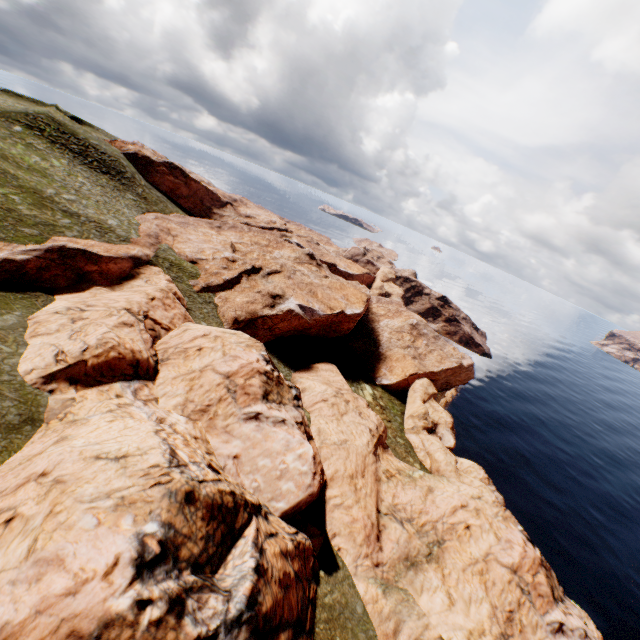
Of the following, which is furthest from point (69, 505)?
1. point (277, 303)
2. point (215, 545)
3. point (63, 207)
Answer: point (63, 207)
